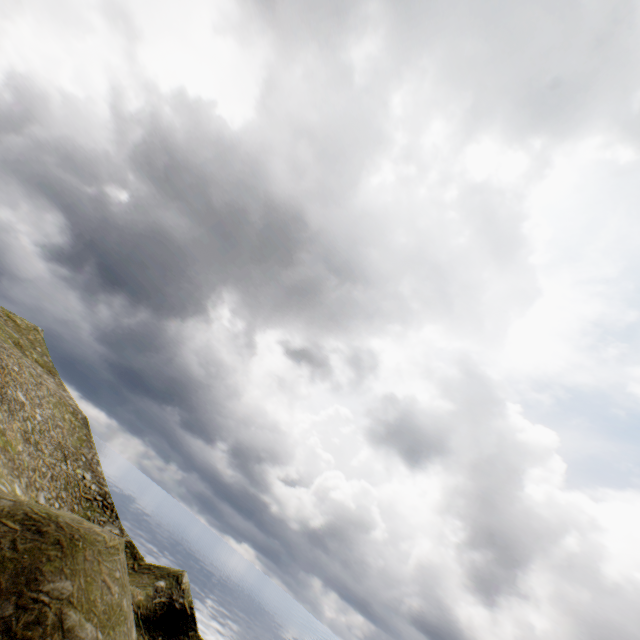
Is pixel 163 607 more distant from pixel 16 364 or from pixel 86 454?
pixel 16 364
